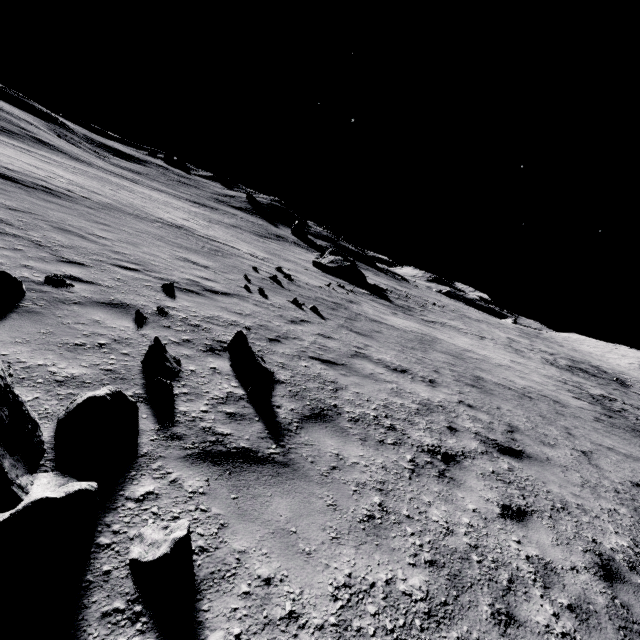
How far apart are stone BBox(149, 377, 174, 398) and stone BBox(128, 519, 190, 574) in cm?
174

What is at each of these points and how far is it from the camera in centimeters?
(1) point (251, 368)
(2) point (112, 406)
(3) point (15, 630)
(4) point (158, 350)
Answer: (1) stone, 521cm
(2) stone, 304cm
(3) stone, 150cm
(4) stone, 436cm

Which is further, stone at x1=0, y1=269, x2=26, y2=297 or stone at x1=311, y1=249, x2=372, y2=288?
stone at x1=311, y1=249, x2=372, y2=288

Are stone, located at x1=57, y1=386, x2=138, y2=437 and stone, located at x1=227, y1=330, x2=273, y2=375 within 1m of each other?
no

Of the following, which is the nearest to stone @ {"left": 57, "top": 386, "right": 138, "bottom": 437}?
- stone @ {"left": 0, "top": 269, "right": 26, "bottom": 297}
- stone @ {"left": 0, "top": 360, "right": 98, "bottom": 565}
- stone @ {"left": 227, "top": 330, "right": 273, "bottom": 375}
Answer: stone @ {"left": 0, "top": 360, "right": 98, "bottom": 565}

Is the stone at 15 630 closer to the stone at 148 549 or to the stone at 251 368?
the stone at 148 549

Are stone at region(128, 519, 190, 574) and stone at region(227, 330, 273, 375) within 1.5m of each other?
no

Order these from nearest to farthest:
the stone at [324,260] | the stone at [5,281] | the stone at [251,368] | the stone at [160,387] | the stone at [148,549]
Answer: the stone at [148,549] → the stone at [160,387] → the stone at [5,281] → the stone at [251,368] → the stone at [324,260]
